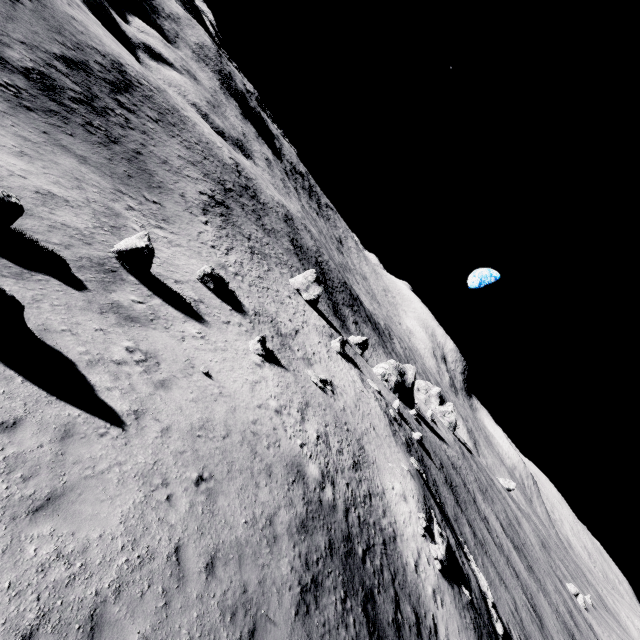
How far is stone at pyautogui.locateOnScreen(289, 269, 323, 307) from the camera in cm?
5444

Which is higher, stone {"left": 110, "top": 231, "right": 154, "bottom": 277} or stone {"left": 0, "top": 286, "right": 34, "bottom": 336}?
stone {"left": 0, "top": 286, "right": 34, "bottom": 336}

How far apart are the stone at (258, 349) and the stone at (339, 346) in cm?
2153

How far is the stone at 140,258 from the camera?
18.0m

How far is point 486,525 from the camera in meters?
56.9

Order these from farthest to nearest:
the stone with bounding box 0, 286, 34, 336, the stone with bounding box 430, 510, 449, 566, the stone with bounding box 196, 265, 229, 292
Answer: the stone with bounding box 196, 265, 229, 292, the stone with bounding box 430, 510, 449, 566, the stone with bounding box 0, 286, 34, 336

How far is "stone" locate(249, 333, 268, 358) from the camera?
24.0m

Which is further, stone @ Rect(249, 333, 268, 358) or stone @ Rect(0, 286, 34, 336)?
stone @ Rect(249, 333, 268, 358)
